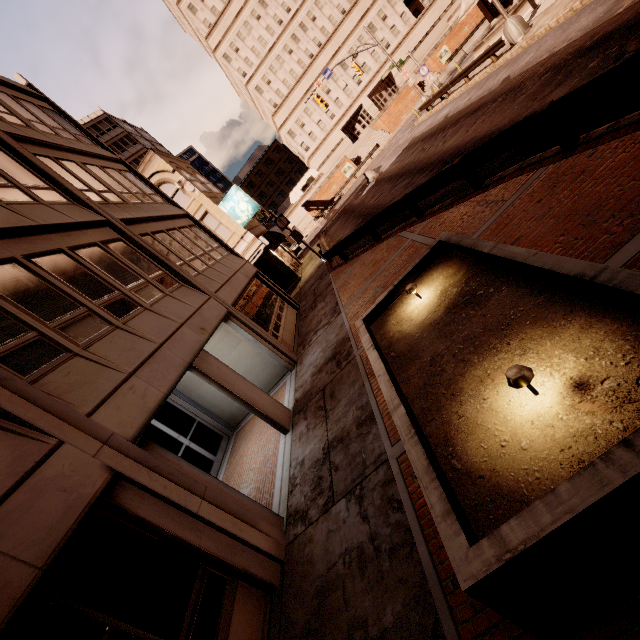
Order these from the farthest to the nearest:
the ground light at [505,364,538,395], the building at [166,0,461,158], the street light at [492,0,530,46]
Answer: the building at [166,0,461,158], the street light at [492,0,530,46], the ground light at [505,364,538,395]

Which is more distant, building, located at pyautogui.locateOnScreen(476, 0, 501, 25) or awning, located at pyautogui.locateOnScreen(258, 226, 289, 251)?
building, located at pyautogui.locateOnScreen(476, 0, 501, 25)

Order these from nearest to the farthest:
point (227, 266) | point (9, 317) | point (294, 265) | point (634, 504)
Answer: point (634, 504) < point (9, 317) < point (227, 266) < point (294, 265)

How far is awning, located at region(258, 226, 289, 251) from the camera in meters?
24.0

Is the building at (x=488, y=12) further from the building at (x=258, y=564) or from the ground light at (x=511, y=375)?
the building at (x=258, y=564)

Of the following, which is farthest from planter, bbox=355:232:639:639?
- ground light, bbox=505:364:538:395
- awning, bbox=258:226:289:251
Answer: awning, bbox=258:226:289:251

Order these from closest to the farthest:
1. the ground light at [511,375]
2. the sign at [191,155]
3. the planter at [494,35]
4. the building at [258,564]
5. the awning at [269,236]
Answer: the ground light at [511,375] < the building at [258,564] < the planter at [494,35] < the awning at [269,236] < the sign at [191,155]

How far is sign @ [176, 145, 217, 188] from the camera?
58.40m
